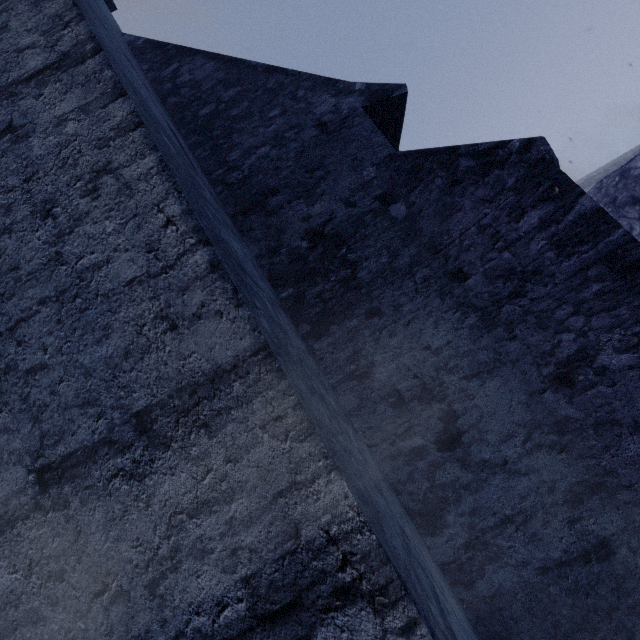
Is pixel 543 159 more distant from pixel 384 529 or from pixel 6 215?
pixel 6 215
